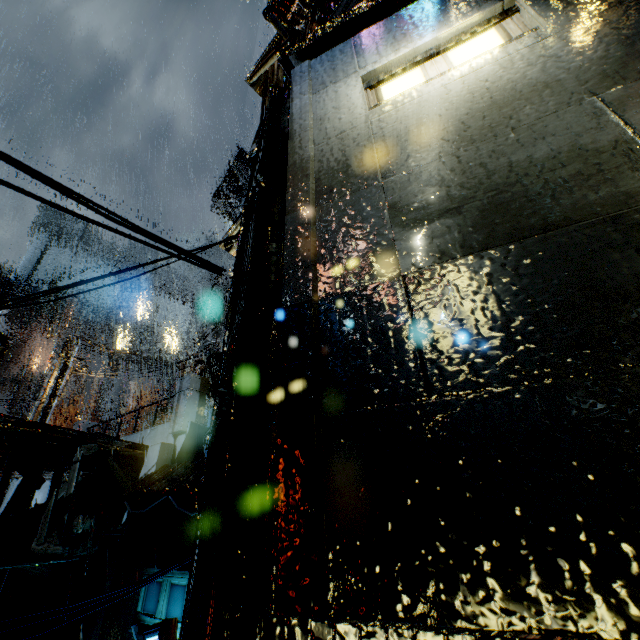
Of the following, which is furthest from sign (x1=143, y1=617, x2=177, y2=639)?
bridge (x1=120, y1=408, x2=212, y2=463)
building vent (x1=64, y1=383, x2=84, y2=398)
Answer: building vent (x1=64, y1=383, x2=84, y2=398)

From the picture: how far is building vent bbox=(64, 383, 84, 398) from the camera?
56.09m

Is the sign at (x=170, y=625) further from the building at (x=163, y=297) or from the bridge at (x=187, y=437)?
the bridge at (x=187, y=437)

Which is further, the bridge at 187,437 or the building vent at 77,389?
the building vent at 77,389

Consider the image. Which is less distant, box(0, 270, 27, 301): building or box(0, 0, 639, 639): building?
box(0, 0, 639, 639): building

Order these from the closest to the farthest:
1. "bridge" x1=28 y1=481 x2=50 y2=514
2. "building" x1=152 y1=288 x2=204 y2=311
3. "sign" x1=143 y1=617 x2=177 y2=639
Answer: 1. "sign" x1=143 y1=617 x2=177 y2=639
2. "bridge" x1=28 y1=481 x2=50 y2=514
3. "building" x1=152 y1=288 x2=204 y2=311

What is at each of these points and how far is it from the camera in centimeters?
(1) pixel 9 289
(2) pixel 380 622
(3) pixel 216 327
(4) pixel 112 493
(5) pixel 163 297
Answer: (1) building, 5656cm
(2) building, 142cm
(3) building vent, 2509cm
(4) bridge, 1212cm
(5) building, 4559cm

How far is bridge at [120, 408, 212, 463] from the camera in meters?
10.0 m
